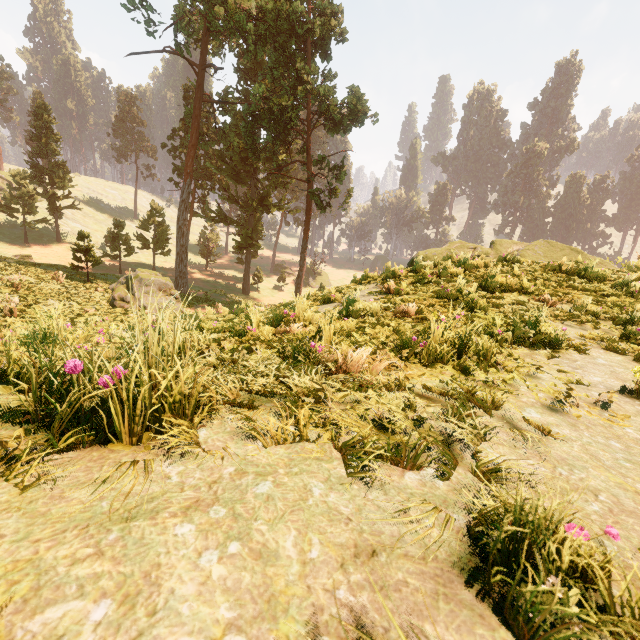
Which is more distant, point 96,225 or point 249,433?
point 96,225

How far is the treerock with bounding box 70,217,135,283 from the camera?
21.91m

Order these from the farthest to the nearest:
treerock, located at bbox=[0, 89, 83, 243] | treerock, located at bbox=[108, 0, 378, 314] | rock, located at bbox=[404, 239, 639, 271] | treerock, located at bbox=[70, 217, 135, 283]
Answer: treerock, located at bbox=[0, 89, 83, 243] < treerock, located at bbox=[108, 0, 378, 314] < treerock, located at bbox=[70, 217, 135, 283] < rock, located at bbox=[404, 239, 639, 271]

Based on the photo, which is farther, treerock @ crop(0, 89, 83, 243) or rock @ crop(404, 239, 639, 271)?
treerock @ crop(0, 89, 83, 243)

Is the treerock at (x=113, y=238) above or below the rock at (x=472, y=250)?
below

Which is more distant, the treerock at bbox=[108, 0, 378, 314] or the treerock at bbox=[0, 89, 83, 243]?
the treerock at bbox=[0, 89, 83, 243]

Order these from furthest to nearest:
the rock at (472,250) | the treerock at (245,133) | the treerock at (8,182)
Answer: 1. the treerock at (8,182)
2. the treerock at (245,133)
3. the rock at (472,250)
